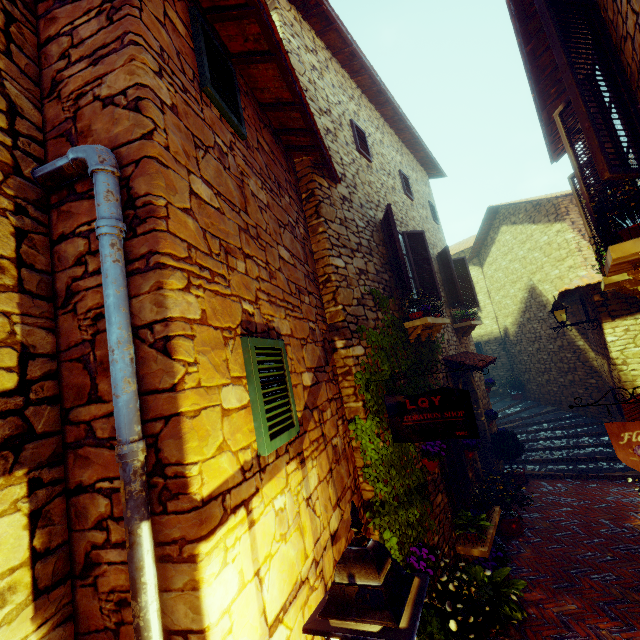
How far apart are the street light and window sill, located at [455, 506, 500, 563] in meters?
4.1

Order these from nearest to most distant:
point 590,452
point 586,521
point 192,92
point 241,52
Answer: point 192,92, point 241,52, point 586,521, point 590,452

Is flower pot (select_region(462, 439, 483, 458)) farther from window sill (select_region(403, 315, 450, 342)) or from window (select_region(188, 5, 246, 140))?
window (select_region(188, 5, 246, 140))

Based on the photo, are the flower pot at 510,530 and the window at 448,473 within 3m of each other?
yes

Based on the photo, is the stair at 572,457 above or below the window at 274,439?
below

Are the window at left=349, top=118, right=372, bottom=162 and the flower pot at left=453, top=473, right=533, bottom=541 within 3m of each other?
no

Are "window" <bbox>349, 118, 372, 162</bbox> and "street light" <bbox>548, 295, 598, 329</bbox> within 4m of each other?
no

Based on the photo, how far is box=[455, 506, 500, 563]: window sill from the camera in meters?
5.0
